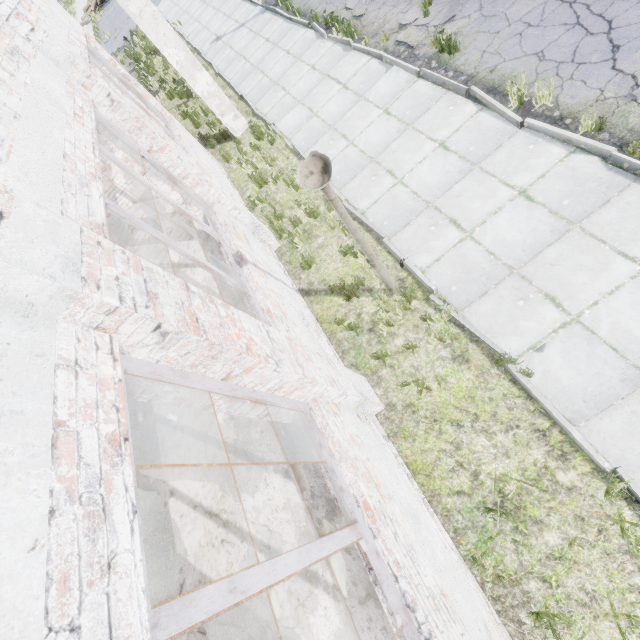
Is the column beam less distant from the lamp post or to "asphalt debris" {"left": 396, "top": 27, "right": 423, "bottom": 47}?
"asphalt debris" {"left": 396, "top": 27, "right": 423, "bottom": 47}

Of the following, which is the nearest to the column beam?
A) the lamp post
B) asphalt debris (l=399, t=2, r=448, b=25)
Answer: asphalt debris (l=399, t=2, r=448, b=25)

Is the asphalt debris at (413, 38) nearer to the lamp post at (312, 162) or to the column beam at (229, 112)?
the column beam at (229, 112)

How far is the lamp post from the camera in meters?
2.8

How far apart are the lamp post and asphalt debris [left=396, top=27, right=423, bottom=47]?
6.37m

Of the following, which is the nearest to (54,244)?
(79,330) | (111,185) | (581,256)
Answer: (79,330)

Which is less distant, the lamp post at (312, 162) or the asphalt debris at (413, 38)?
the lamp post at (312, 162)
